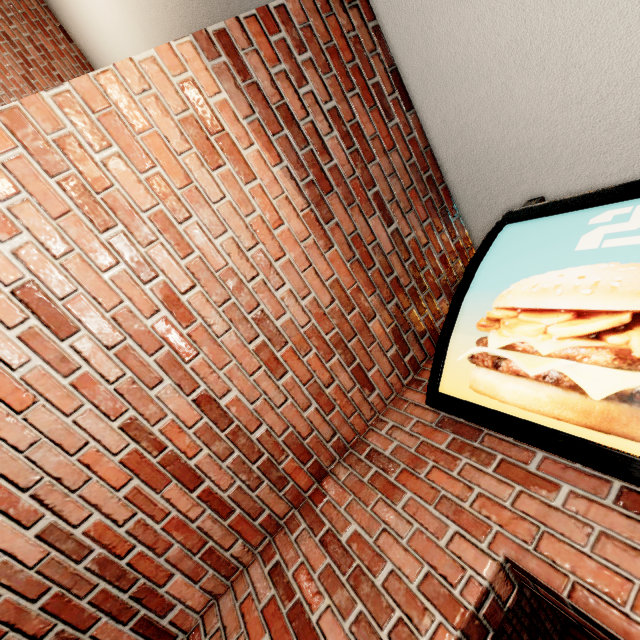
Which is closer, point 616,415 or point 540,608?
point 616,415
